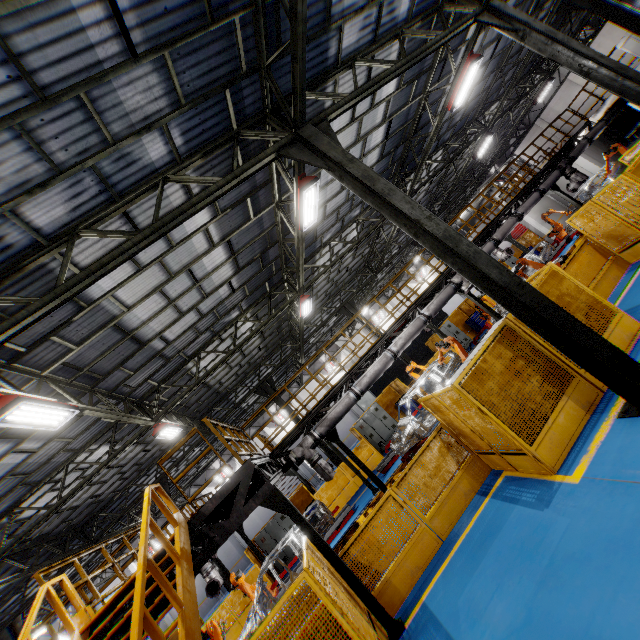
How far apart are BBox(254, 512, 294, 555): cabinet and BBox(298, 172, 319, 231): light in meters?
15.5

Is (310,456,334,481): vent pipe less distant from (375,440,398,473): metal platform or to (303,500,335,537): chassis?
(303,500,335,537): chassis

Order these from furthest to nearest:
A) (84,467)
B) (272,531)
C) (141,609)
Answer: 1. (272,531)
2. (84,467)
3. (141,609)

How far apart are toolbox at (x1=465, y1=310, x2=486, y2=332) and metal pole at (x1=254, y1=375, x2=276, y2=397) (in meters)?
12.43

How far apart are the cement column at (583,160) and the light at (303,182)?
23.4 meters

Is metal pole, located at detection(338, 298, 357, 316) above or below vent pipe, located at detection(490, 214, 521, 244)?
above

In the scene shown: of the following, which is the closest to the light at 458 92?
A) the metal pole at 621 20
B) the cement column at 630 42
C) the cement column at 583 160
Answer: the metal pole at 621 20

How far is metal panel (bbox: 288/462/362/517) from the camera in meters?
16.8 m
